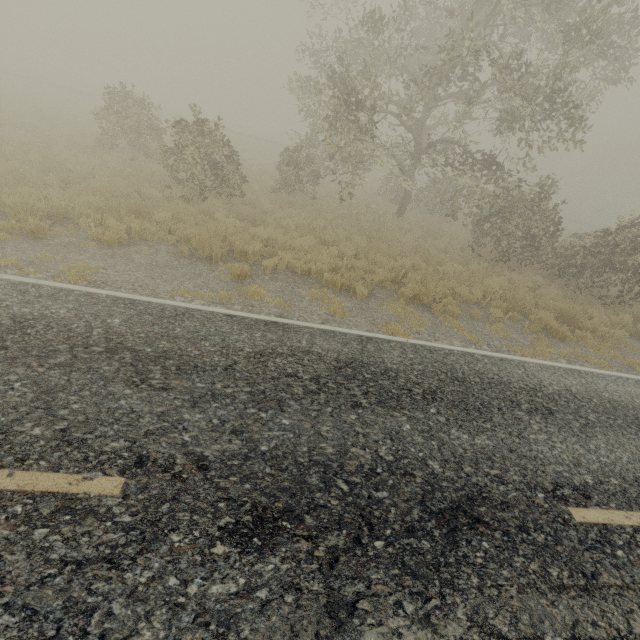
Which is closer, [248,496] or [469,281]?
[248,496]
